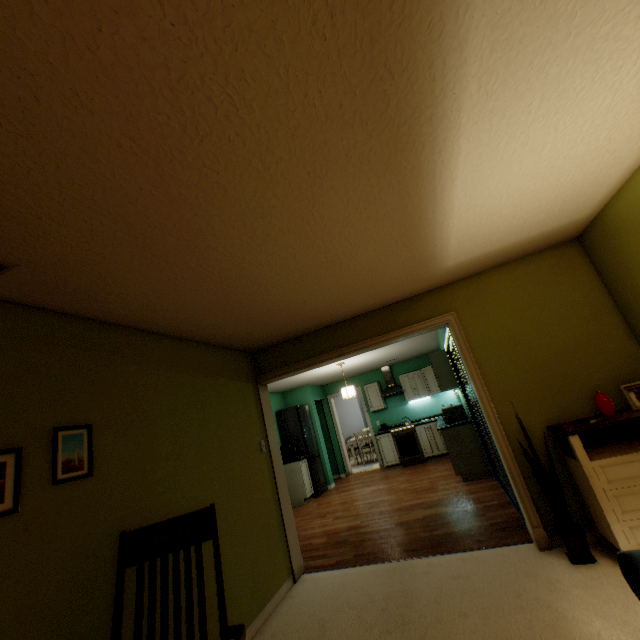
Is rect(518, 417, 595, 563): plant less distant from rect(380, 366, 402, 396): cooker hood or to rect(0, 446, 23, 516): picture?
rect(0, 446, 23, 516): picture

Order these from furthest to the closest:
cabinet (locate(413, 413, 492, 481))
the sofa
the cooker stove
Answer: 1. the cooker stove
2. cabinet (locate(413, 413, 492, 481))
3. the sofa

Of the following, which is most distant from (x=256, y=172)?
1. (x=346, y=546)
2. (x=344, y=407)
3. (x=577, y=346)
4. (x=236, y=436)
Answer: (x=344, y=407)

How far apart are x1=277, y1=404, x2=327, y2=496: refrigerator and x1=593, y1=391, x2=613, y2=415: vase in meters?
5.8 m

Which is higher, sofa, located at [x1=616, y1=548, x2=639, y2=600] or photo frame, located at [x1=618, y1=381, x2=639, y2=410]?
photo frame, located at [x1=618, y1=381, x2=639, y2=410]

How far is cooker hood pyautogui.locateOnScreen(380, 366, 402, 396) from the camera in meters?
8.4 m

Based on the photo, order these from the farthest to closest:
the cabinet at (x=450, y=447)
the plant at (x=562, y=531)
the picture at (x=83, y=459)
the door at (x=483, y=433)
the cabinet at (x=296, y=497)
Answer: the cabinet at (x=296, y=497)
the cabinet at (x=450, y=447)
the door at (x=483, y=433)
the plant at (x=562, y=531)
the picture at (x=83, y=459)

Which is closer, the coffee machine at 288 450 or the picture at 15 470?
the picture at 15 470
